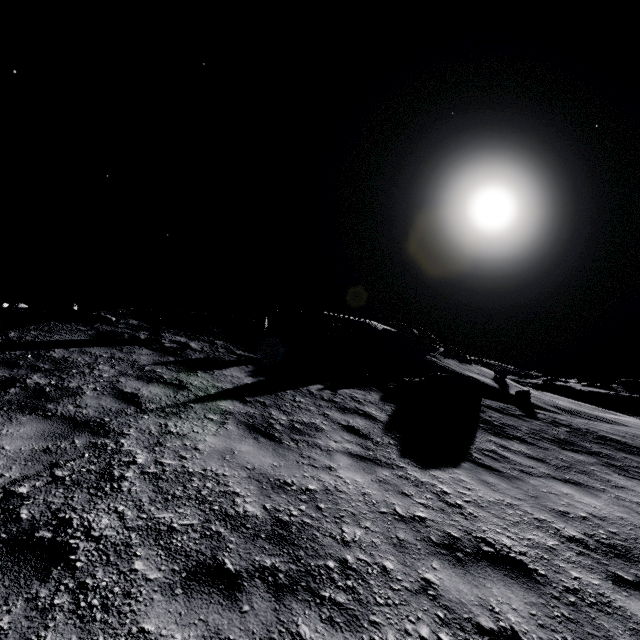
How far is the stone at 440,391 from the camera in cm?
1085

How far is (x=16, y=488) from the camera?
3.0m

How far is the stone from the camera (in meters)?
10.85
